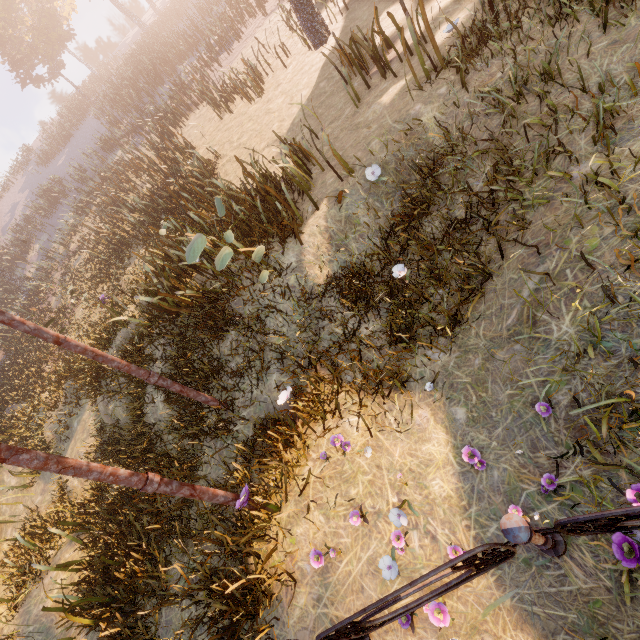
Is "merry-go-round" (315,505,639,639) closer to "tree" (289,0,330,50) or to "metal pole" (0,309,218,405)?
"metal pole" (0,309,218,405)

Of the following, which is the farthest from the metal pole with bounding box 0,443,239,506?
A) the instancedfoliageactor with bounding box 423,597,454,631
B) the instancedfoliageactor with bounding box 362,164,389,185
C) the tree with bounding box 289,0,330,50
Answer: the tree with bounding box 289,0,330,50

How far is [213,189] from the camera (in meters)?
10.17

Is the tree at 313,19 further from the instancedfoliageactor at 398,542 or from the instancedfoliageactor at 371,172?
the instancedfoliageactor at 398,542

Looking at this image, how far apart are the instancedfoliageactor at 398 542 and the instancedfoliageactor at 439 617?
0.4m

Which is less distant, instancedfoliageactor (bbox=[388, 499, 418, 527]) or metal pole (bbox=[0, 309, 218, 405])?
instancedfoliageactor (bbox=[388, 499, 418, 527])

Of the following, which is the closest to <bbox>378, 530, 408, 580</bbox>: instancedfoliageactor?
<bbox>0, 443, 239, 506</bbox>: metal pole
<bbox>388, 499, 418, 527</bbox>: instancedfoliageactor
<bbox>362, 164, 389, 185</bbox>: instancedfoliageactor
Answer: <bbox>388, 499, 418, 527</bbox>: instancedfoliageactor

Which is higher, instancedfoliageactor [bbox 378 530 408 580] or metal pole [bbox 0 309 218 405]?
metal pole [bbox 0 309 218 405]
